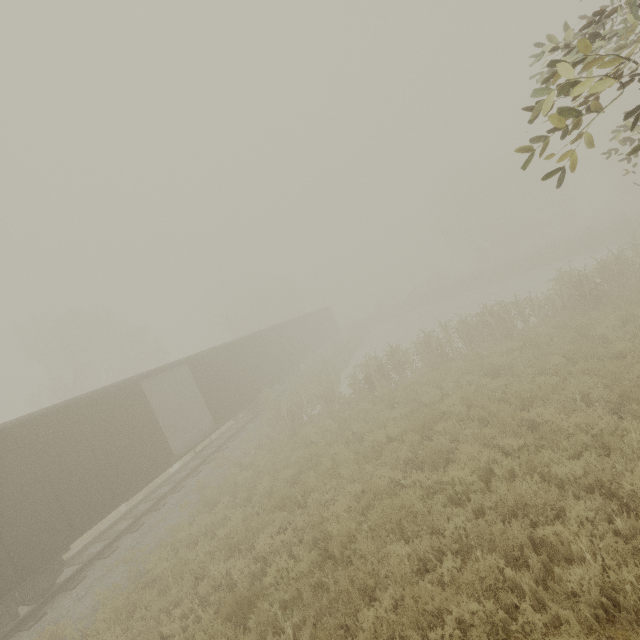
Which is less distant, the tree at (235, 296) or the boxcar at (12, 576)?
the boxcar at (12, 576)

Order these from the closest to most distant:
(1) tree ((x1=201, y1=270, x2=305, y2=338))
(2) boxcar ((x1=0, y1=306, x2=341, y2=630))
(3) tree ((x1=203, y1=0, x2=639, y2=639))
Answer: (3) tree ((x1=203, y1=0, x2=639, y2=639)) < (2) boxcar ((x1=0, y1=306, x2=341, y2=630)) < (1) tree ((x1=201, y1=270, x2=305, y2=338))

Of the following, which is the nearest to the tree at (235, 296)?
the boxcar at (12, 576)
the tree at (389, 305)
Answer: the tree at (389, 305)

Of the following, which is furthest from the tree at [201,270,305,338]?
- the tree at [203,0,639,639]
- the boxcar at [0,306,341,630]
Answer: the boxcar at [0,306,341,630]

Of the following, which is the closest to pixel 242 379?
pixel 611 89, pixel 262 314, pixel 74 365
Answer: pixel 262 314

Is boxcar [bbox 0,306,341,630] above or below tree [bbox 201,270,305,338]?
below

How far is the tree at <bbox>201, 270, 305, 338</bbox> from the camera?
41.76m

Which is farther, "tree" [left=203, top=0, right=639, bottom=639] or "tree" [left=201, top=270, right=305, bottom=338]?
"tree" [left=201, top=270, right=305, bottom=338]
